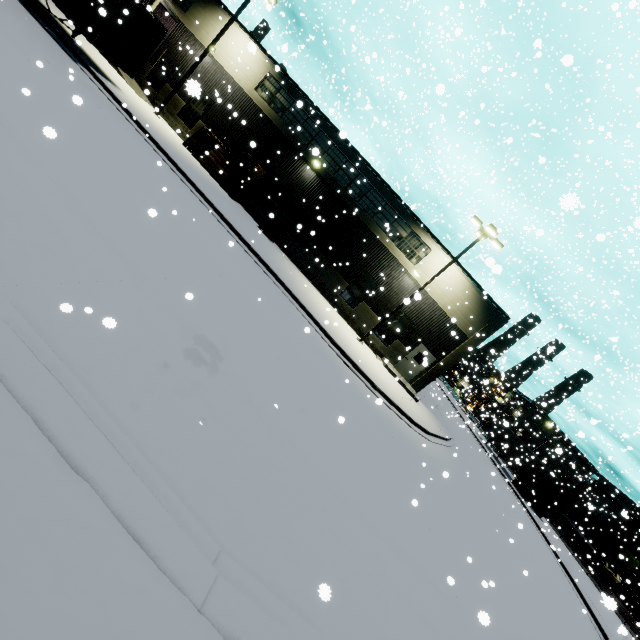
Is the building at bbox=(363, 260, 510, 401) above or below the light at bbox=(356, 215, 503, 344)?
below

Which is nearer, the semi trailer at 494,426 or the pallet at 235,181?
the pallet at 235,181

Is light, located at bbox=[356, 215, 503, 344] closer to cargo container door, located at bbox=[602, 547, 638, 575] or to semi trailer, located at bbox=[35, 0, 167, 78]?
semi trailer, located at bbox=[35, 0, 167, 78]

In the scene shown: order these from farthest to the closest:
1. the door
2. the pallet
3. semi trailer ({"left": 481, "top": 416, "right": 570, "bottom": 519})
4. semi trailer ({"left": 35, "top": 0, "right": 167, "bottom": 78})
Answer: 1. semi trailer ({"left": 481, "top": 416, "right": 570, "bottom": 519})
2. the door
3. the pallet
4. semi trailer ({"left": 35, "top": 0, "right": 167, "bottom": 78})

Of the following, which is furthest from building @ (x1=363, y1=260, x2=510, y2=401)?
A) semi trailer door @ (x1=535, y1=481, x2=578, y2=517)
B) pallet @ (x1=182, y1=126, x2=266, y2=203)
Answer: semi trailer door @ (x1=535, y1=481, x2=578, y2=517)

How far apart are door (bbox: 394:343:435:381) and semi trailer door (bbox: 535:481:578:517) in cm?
1933

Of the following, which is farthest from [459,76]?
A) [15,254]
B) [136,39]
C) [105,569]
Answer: [105,569]

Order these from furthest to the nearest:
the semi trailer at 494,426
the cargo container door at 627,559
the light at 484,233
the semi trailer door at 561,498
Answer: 1. the cargo container door at 627,559
2. the semi trailer at 494,426
3. the semi trailer door at 561,498
4. the light at 484,233
